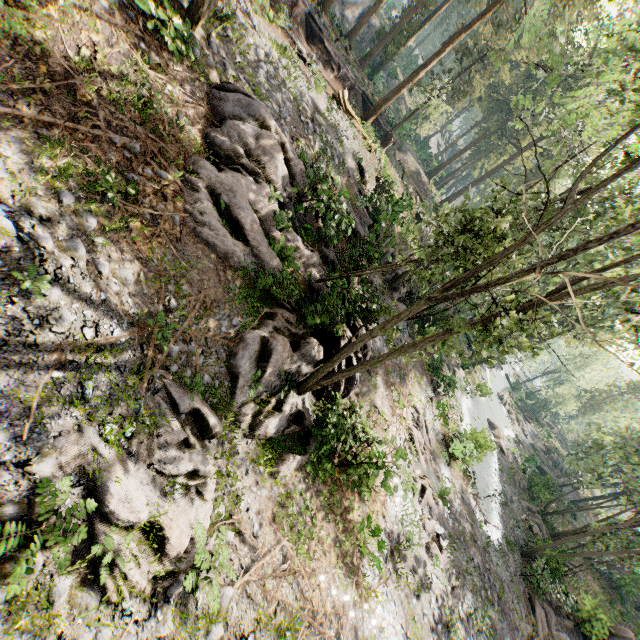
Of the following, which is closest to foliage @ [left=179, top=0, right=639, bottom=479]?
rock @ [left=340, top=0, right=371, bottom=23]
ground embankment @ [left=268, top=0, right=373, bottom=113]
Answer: ground embankment @ [left=268, top=0, right=373, bottom=113]

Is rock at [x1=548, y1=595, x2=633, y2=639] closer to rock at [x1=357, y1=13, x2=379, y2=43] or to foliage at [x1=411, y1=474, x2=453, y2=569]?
foliage at [x1=411, y1=474, x2=453, y2=569]

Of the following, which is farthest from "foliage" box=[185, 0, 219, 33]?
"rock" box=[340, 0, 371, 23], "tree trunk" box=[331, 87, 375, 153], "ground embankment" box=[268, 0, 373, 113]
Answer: "tree trunk" box=[331, 87, 375, 153]

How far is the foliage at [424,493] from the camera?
14.57m

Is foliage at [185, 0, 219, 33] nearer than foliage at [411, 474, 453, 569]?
Yes

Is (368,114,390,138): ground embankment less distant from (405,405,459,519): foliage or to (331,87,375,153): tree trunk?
(405,405,459,519): foliage

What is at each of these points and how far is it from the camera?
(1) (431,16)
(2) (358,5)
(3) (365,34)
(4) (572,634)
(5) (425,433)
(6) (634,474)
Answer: (1) foliage, 37.8 meters
(2) rock, 41.8 meters
(3) rock, 44.4 meters
(4) rock, 21.1 meters
(5) foliage, 19.9 meters
(6) foliage, 23.7 meters
